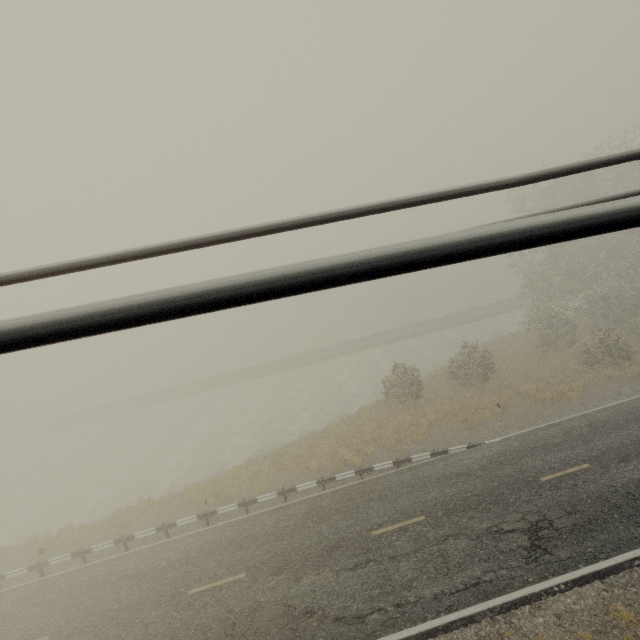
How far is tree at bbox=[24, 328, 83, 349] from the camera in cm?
75

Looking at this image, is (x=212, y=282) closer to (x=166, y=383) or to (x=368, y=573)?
(x=368, y=573)

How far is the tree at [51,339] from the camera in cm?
75
